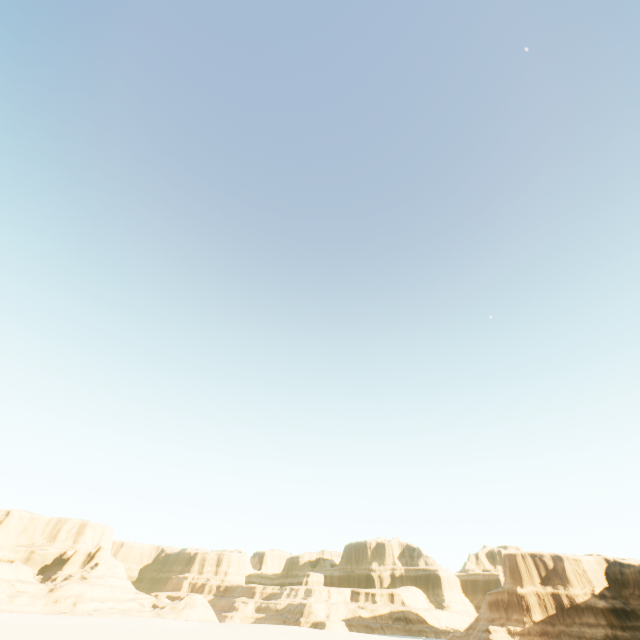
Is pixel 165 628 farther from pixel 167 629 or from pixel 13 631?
pixel 13 631
